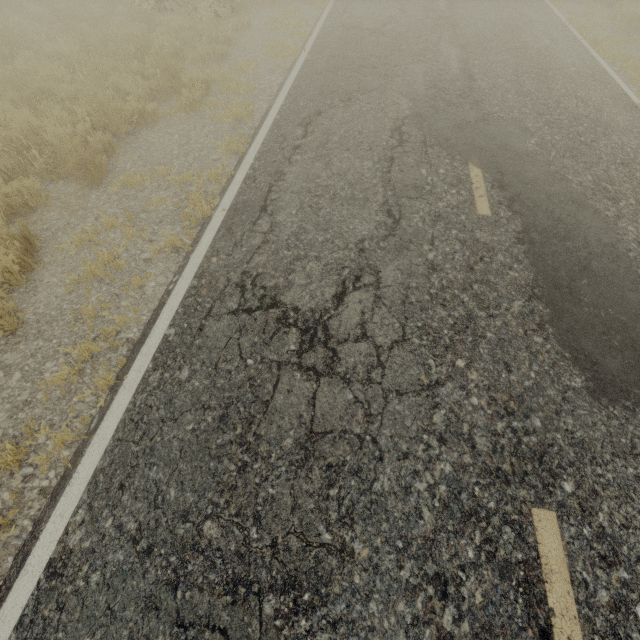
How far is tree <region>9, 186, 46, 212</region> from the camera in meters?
4.7 m

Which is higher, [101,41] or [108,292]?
[101,41]

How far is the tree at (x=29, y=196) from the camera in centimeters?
468cm

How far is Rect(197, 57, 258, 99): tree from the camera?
7.1m

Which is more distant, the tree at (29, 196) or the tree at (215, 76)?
the tree at (215, 76)

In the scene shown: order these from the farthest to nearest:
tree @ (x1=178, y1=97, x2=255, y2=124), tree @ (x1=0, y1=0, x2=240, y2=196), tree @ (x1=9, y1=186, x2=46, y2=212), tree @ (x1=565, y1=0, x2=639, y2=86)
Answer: tree @ (x1=565, y1=0, x2=639, y2=86) < tree @ (x1=178, y1=97, x2=255, y2=124) < tree @ (x1=0, y1=0, x2=240, y2=196) < tree @ (x1=9, y1=186, x2=46, y2=212)

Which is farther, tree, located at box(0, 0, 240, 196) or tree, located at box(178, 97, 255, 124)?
tree, located at box(178, 97, 255, 124)
